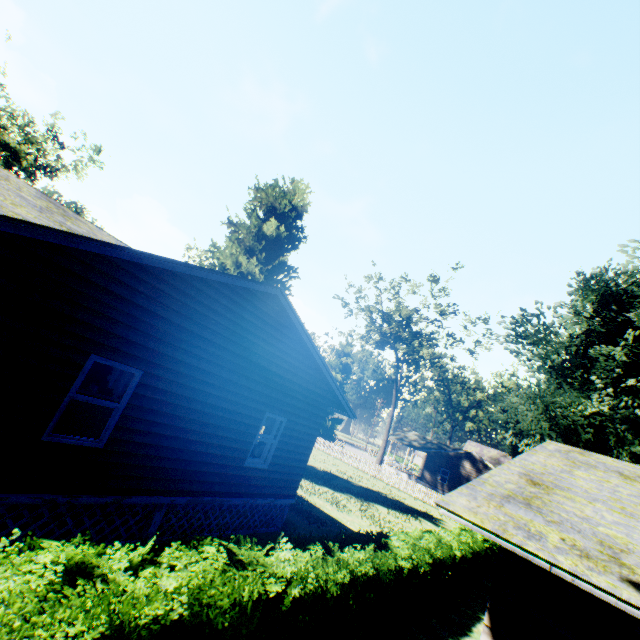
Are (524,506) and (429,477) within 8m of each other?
no

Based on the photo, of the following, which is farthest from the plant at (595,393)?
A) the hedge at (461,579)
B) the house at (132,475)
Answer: the hedge at (461,579)

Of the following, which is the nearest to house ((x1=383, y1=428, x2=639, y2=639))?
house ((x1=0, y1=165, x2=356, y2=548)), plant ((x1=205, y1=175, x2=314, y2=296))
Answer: plant ((x1=205, y1=175, x2=314, y2=296))

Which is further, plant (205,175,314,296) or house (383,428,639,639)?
plant (205,175,314,296)

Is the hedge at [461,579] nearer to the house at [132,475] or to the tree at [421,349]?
the tree at [421,349]

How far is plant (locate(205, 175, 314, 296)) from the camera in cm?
2212

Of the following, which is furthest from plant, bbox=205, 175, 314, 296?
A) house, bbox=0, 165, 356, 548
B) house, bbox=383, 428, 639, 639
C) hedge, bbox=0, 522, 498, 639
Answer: house, bbox=383, 428, 639, 639
